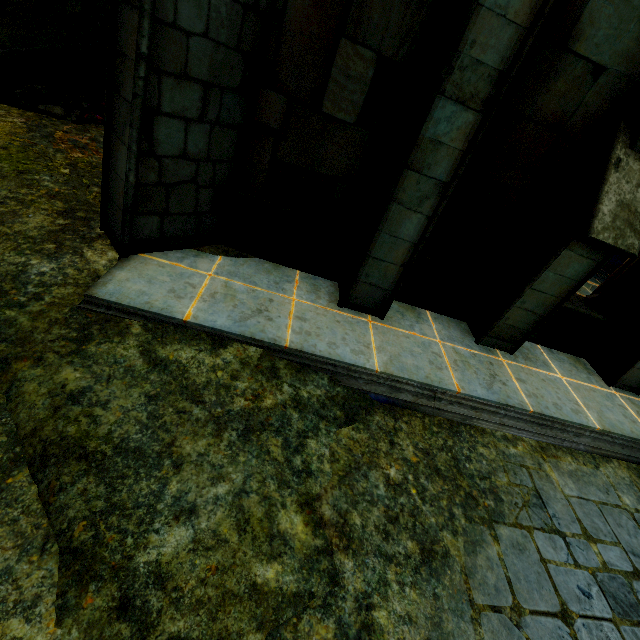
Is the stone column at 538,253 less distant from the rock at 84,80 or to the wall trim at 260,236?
the wall trim at 260,236

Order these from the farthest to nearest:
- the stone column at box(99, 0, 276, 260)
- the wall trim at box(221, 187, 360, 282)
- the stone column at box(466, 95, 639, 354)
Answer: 1. the wall trim at box(221, 187, 360, 282)
2. the stone column at box(466, 95, 639, 354)
3. the stone column at box(99, 0, 276, 260)

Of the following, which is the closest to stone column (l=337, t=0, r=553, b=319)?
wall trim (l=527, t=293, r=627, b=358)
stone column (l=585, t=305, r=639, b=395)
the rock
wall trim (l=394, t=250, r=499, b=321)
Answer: wall trim (l=394, t=250, r=499, b=321)

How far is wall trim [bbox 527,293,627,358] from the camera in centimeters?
527cm

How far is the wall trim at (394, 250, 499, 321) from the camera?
4.8m

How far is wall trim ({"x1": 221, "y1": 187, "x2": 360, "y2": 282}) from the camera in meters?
4.3

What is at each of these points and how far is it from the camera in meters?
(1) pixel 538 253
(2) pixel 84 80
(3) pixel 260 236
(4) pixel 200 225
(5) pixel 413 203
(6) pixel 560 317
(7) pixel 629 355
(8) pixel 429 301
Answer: (1) stone column, 4.4
(2) rock, 6.2
(3) wall trim, 4.7
(4) stone column, 4.3
(5) stone column, 3.8
(6) wall trim, 5.4
(7) stone column, 5.3
(8) wall trim, 5.3

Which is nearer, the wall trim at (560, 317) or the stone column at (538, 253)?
the stone column at (538, 253)
